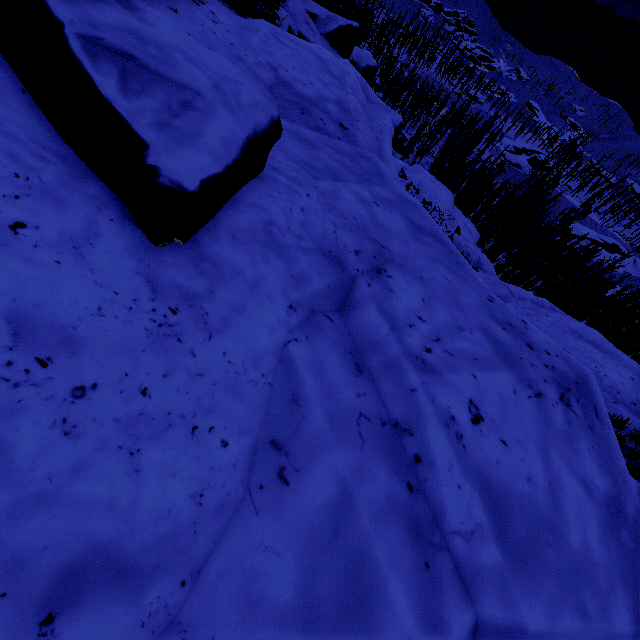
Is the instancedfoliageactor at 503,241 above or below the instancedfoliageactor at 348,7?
below

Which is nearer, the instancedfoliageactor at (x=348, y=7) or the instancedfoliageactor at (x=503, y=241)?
the instancedfoliageactor at (x=503, y=241)

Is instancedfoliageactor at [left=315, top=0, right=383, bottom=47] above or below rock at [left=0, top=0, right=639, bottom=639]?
below

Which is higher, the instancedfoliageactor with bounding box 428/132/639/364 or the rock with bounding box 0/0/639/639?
the rock with bounding box 0/0/639/639

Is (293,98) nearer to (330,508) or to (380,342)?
(380,342)

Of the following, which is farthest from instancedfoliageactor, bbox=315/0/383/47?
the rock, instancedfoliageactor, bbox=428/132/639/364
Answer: instancedfoliageactor, bbox=428/132/639/364

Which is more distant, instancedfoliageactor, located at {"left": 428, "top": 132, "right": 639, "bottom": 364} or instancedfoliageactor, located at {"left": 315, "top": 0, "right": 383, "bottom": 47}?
instancedfoliageactor, located at {"left": 315, "top": 0, "right": 383, "bottom": 47}
